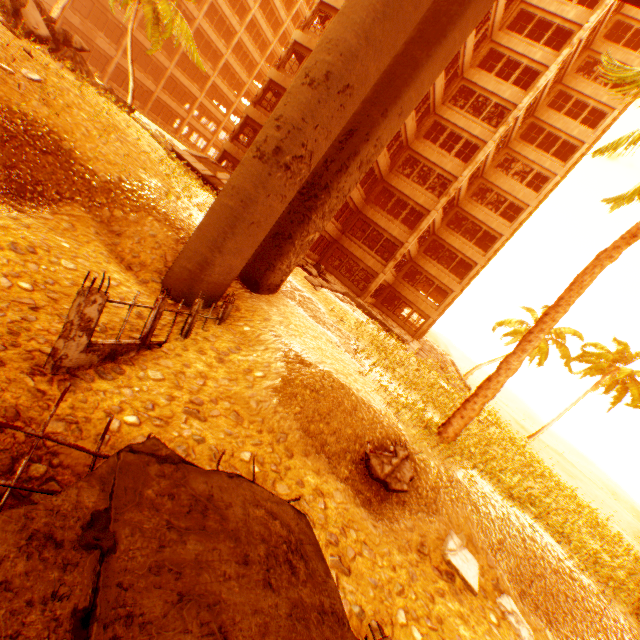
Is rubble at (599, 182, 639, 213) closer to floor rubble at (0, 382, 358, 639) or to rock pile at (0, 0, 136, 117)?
rock pile at (0, 0, 136, 117)

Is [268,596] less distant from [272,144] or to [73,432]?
[73,432]

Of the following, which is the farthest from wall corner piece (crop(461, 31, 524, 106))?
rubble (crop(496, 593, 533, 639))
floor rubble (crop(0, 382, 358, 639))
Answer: rubble (crop(496, 593, 533, 639))

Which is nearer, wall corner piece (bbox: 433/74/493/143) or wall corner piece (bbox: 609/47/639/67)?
wall corner piece (bbox: 433/74/493/143)

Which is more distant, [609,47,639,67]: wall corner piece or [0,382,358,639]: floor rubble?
[609,47,639,67]: wall corner piece

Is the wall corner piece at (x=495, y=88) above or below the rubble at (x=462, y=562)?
above

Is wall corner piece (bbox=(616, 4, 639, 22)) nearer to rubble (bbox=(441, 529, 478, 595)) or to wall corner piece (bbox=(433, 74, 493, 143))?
wall corner piece (bbox=(433, 74, 493, 143))

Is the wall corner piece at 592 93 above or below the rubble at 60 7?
above
